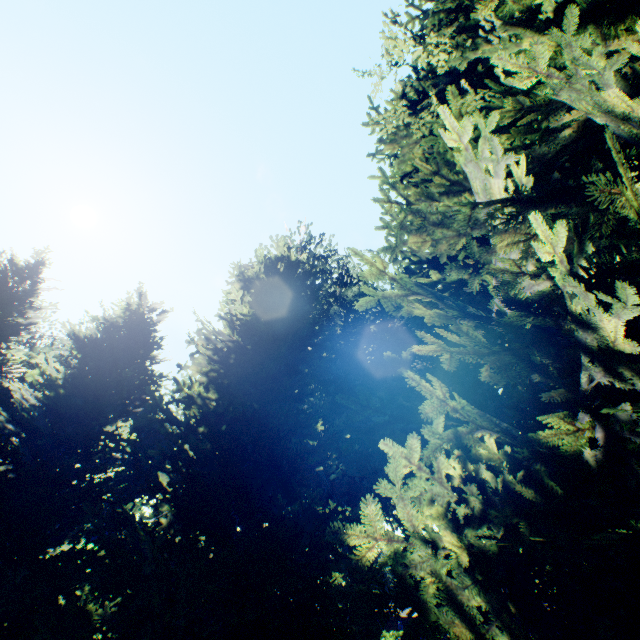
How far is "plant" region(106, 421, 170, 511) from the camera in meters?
29.5 m

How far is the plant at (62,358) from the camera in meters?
25.2 m

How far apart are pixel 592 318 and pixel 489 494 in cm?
219

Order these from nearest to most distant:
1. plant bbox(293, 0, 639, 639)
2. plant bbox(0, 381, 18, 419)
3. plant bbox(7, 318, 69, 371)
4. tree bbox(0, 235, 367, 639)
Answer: plant bbox(293, 0, 639, 639) < tree bbox(0, 235, 367, 639) < plant bbox(0, 381, 18, 419) < plant bbox(7, 318, 69, 371)

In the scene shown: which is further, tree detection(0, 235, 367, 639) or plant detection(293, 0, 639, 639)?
tree detection(0, 235, 367, 639)
